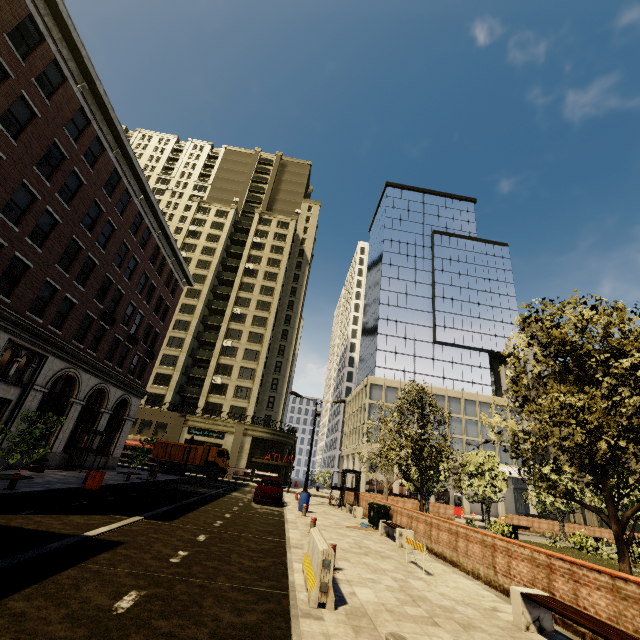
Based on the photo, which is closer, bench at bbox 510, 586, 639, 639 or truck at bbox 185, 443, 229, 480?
bench at bbox 510, 586, 639, 639

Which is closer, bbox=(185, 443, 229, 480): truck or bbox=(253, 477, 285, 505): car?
bbox=(253, 477, 285, 505): car

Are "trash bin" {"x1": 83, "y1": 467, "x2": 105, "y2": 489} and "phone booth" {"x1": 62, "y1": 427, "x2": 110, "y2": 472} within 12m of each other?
yes

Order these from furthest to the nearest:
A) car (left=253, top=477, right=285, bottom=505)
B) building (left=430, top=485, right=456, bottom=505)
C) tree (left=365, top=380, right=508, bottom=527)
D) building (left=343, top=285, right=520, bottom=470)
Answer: building (left=343, top=285, right=520, bottom=470)
building (left=430, top=485, right=456, bottom=505)
car (left=253, top=477, right=285, bottom=505)
tree (left=365, top=380, right=508, bottom=527)

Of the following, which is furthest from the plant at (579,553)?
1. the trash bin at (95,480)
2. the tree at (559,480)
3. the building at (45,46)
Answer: the building at (45,46)

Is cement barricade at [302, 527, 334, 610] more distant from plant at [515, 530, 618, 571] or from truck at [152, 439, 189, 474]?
truck at [152, 439, 189, 474]

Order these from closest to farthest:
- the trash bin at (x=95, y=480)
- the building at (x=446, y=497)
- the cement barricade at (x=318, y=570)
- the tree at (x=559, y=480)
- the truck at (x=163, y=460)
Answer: the cement barricade at (x=318, y=570) → the tree at (x=559, y=480) → the trash bin at (x=95, y=480) → the truck at (x=163, y=460) → the building at (x=446, y=497)

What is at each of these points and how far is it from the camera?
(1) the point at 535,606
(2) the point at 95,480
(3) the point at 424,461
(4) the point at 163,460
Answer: (1) bench, 6.04m
(2) trash bin, 15.02m
(3) tree, 19.75m
(4) truck, 34.62m
